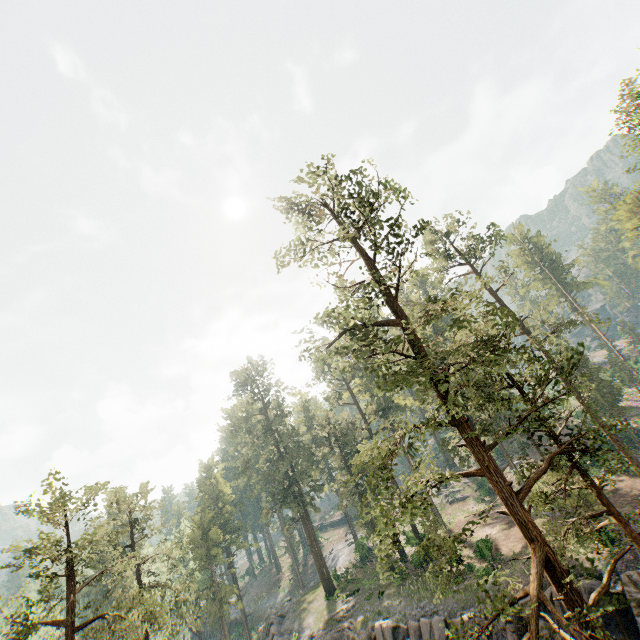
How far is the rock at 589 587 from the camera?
19.87m

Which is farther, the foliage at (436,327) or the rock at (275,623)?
the rock at (275,623)

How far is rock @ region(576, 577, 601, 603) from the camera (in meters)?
19.87

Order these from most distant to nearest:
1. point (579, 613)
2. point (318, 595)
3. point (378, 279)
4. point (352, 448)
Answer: point (318, 595) < point (352, 448) < point (378, 279) < point (579, 613)

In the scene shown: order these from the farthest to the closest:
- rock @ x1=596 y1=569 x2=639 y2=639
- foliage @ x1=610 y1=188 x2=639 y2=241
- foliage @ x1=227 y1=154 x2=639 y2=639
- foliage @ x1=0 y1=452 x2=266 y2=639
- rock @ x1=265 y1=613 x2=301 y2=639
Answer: foliage @ x1=610 y1=188 x2=639 y2=241 < rock @ x1=265 y1=613 x2=301 y2=639 < rock @ x1=596 y1=569 x2=639 y2=639 < foliage @ x1=0 y1=452 x2=266 y2=639 < foliage @ x1=227 y1=154 x2=639 y2=639

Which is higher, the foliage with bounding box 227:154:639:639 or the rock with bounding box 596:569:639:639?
the foliage with bounding box 227:154:639:639

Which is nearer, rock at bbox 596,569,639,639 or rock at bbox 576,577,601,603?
rock at bbox 596,569,639,639
